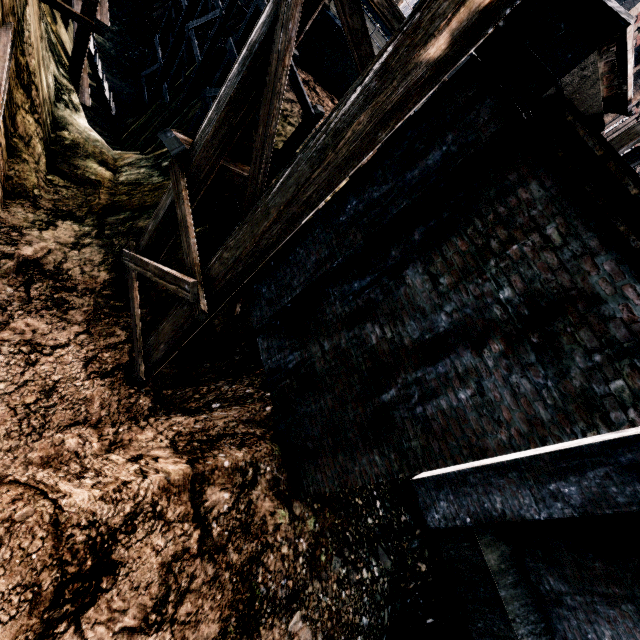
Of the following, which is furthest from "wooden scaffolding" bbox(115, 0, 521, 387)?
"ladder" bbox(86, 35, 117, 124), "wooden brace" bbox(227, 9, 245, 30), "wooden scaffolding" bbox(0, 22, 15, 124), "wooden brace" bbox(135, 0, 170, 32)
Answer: "wooden brace" bbox(135, 0, 170, 32)

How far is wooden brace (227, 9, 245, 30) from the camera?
19.02m

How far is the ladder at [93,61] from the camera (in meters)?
14.68

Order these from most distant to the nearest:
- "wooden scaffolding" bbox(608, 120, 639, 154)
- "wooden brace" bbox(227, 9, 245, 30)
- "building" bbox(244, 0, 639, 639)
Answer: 1. "wooden brace" bbox(227, 9, 245, 30)
2. "wooden scaffolding" bbox(608, 120, 639, 154)
3. "building" bbox(244, 0, 639, 639)

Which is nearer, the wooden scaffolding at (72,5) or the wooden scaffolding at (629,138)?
the wooden scaffolding at (72,5)

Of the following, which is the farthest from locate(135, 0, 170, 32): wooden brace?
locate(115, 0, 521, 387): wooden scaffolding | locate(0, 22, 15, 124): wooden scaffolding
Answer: locate(115, 0, 521, 387): wooden scaffolding

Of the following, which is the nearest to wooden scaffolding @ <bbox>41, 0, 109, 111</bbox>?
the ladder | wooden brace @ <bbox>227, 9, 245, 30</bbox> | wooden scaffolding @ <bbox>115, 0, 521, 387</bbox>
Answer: the ladder

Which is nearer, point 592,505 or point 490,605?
point 592,505
